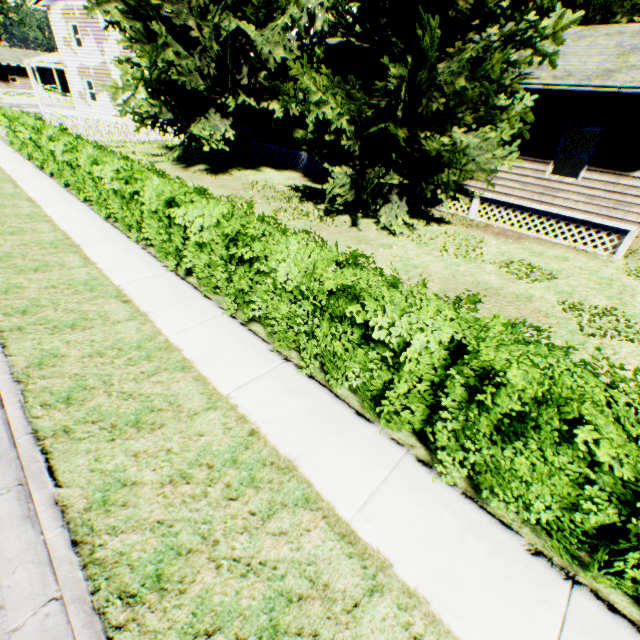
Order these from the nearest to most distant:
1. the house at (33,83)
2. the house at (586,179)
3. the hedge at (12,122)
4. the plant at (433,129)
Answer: the hedge at (12,122) < the plant at (433,129) < the house at (586,179) < the house at (33,83)

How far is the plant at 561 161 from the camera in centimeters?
1391cm

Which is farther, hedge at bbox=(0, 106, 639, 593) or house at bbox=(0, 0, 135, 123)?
house at bbox=(0, 0, 135, 123)

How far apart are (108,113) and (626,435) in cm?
3720

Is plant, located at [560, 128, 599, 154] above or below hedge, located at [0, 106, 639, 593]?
above

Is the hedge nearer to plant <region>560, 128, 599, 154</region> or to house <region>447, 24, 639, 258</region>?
plant <region>560, 128, 599, 154</region>

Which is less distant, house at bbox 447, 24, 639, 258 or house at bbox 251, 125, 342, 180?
house at bbox 447, 24, 639, 258
